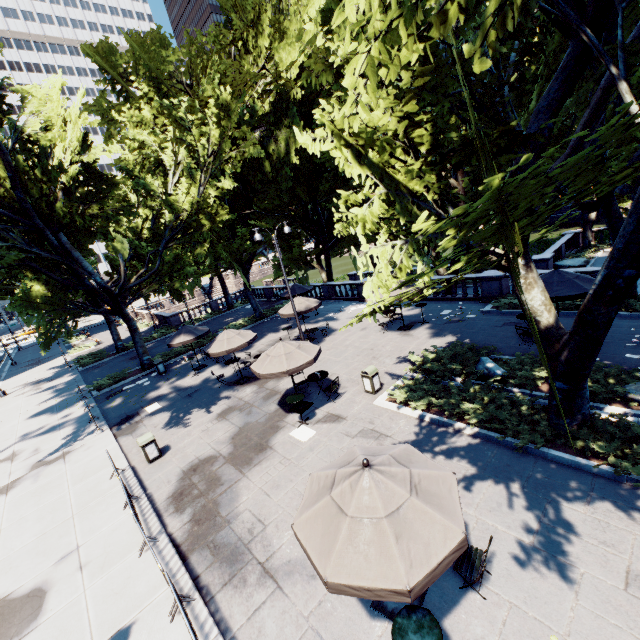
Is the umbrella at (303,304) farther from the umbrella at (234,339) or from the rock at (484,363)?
the rock at (484,363)

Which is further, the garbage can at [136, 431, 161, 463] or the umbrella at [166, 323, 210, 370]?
the umbrella at [166, 323, 210, 370]

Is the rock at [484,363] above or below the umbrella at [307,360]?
below

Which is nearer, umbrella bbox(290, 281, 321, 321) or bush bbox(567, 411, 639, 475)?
bush bbox(567, 411, 639, 475)

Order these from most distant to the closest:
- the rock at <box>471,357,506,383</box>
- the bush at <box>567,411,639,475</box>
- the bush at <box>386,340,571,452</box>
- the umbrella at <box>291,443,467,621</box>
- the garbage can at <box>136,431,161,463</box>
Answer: the garbage can at <box>136,431,161,463</box>
the rock at <box>471,357,506,383</box>
the bush at <box>386,340,571,452</box>
the bush at <box>567,411,639,475</box>
the umbrella at <box>291,443,467,621</box>

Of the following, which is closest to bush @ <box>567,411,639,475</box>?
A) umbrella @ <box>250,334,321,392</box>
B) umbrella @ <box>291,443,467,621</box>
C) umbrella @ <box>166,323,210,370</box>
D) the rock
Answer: the rock

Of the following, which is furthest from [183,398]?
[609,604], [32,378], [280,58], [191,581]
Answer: [32,378]

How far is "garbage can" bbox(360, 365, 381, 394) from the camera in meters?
12.7
